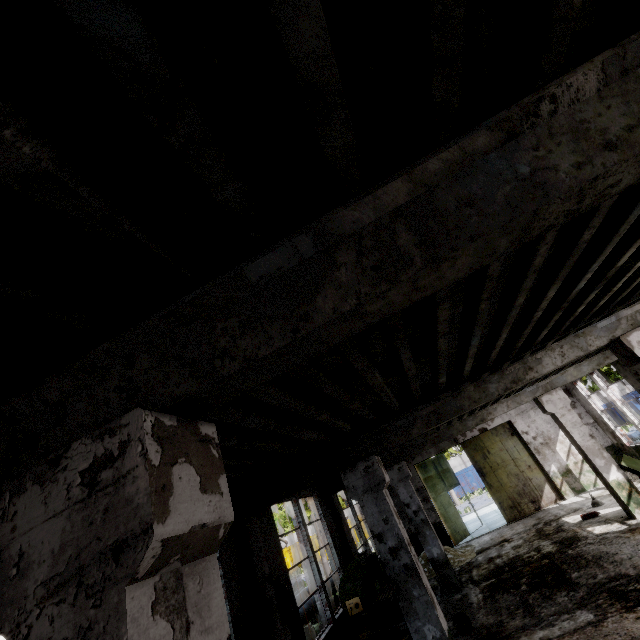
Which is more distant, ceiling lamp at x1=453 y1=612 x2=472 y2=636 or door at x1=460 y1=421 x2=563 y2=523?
door at x1=460 y1=421 x2=563 y2=523

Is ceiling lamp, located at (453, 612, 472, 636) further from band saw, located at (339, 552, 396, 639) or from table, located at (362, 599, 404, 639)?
band saw, located at (339, 552, 396, 639)

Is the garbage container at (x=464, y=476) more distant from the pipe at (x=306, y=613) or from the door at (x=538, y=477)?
the pipe at (x=306, y=613)

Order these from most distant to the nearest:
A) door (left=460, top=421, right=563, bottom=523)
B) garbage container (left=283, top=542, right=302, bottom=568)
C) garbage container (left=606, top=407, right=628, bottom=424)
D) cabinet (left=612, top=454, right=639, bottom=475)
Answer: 1. garbage container (left=283, top=542, right=302, bottom=568)
2. garbage container (left=606, top=407, right=628, bottom=424)
3. door (left=460, top=421, right=563, bottom=523)
4. cabinet (left=612, top=454, right=639, bottom=475)

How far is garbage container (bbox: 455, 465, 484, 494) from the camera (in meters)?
32.28

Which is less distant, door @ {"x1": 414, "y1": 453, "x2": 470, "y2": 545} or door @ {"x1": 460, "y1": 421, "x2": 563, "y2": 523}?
door @ {"x1": 460, "y1": 421, "x2": 563, "y2": 523}

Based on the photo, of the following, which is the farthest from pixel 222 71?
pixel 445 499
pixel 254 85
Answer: pixel 445 499

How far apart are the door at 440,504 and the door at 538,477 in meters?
2.0 m
